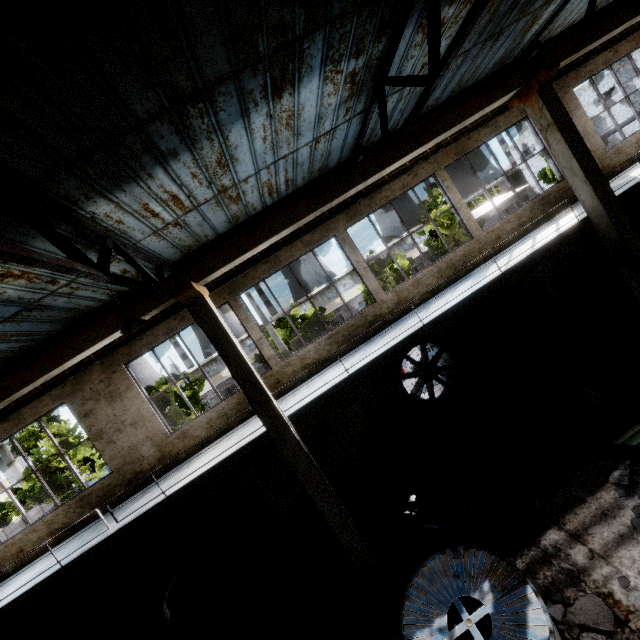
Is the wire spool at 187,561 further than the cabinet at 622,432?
Yes

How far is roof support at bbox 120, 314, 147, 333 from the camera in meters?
5.3 m

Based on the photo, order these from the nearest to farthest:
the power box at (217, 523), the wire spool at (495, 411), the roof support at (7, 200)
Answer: the roof support at (7, 200), the wire spool at (495, 411), the power box at (217, 523)

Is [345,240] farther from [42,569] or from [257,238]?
[42,569]

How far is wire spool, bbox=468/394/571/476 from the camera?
7.2 meters

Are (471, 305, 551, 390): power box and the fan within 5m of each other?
yes

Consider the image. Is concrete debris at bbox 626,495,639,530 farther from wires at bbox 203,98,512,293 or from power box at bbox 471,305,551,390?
wires at bbox 203,98,512,293

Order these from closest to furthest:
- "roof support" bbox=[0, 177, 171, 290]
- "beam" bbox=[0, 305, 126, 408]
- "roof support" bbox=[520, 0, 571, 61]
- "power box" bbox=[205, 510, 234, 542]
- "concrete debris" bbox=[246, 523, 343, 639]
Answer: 1. "roof support" bbox=[0, 177, 171, 290]
2. "beam" bbox=[0, 305, 126, 408]
3. "concrete debris" bbox=[246, 523, 343, 639]
4. "roof support" bbox=[520, 0, 571, 61]
5. "power box" bbox=[205, 510, 234, 542]
